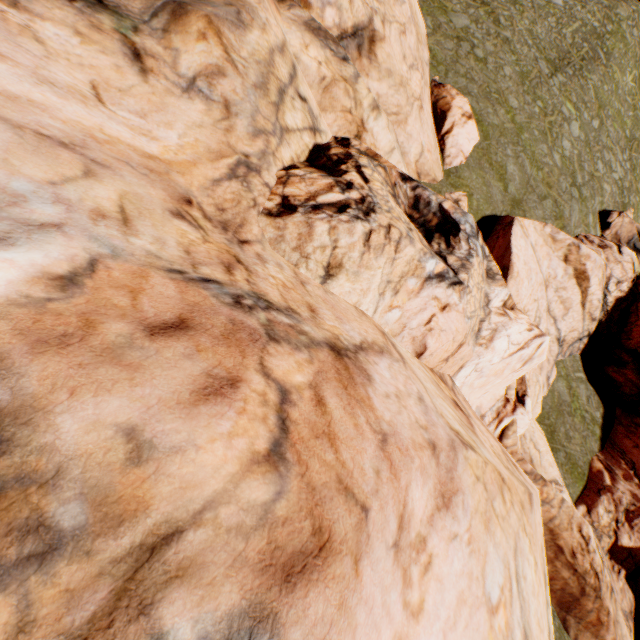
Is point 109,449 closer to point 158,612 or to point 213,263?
point 158,612
